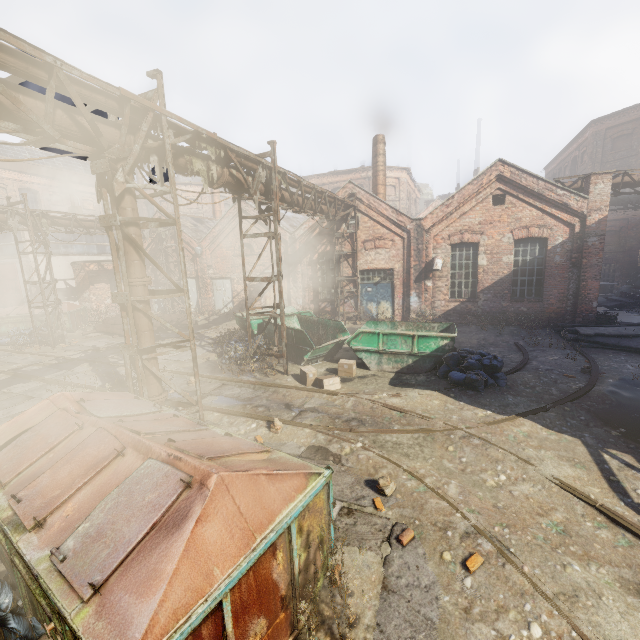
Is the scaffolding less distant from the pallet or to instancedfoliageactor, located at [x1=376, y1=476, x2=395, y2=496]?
instancedfoliageactor, located at [x1=376, y1=476, x2=395, y2=496]

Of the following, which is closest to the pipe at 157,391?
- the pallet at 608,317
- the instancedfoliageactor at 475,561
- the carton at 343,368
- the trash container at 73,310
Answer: the carton at 343,368

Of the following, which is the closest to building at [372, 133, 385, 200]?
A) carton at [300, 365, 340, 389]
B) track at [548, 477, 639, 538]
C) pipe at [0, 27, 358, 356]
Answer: pipe at [0, 27, 358, 356]

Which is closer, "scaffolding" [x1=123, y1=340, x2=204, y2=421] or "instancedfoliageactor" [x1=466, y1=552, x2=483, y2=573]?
"instancedfoliageactor" [x1=466, y1=552, x2=483, y2=573]

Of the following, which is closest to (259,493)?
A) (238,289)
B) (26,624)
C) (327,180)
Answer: (26,624)

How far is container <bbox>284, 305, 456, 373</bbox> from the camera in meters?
10.0

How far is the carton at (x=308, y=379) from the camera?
9.2 meters

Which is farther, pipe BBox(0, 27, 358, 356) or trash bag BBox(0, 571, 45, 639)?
pipe BBox(0, 27, 358, 356)
